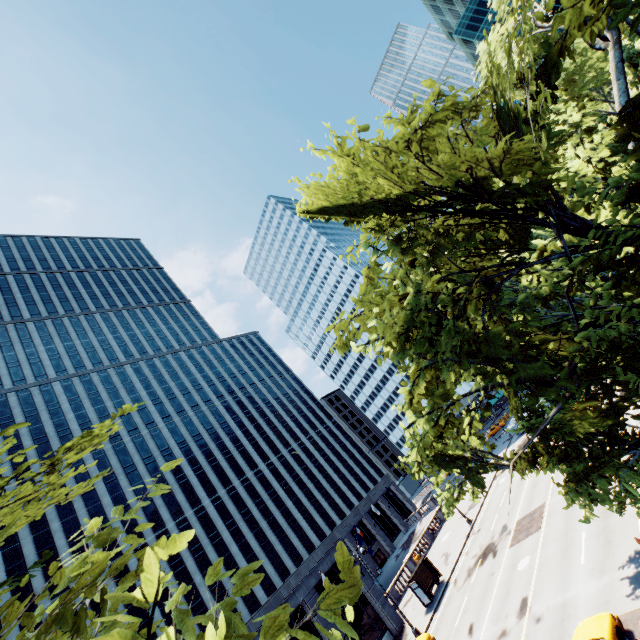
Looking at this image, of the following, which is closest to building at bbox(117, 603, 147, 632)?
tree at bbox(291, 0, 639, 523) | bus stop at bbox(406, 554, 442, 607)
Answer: bus stop at bbox(406, 554, 442, 607)

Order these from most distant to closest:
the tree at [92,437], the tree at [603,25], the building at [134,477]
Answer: the building at [134,477]
the tree at [92,437]
the tree at [603,25]

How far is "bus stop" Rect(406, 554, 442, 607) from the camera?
28.8 meters

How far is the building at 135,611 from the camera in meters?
39.7

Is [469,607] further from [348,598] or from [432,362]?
[348,598]

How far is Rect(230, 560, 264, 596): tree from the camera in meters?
2.1 m

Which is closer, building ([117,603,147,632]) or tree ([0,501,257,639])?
tree ([0,501,257,639])

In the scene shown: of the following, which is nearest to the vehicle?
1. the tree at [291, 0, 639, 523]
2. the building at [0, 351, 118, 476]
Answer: the tree at [291, 0, 639, 523]
